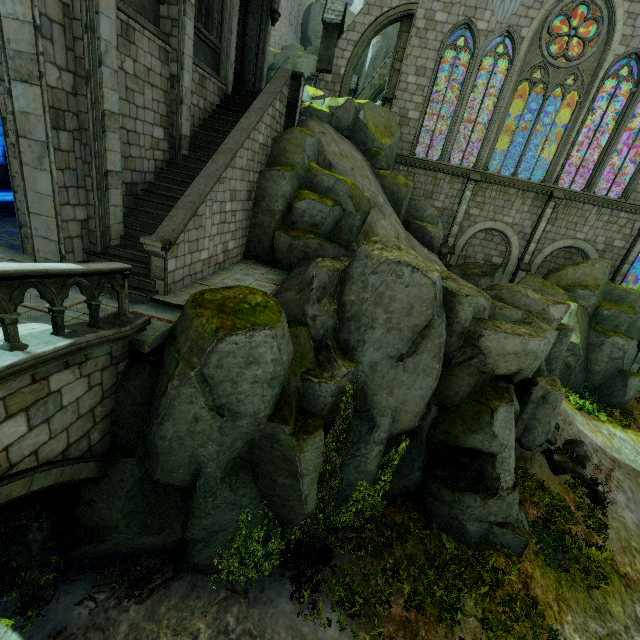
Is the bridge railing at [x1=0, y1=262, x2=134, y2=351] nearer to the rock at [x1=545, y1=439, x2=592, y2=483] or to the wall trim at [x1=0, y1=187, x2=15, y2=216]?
the rock at [x1=545, y1=439, x2=592, y2=483]

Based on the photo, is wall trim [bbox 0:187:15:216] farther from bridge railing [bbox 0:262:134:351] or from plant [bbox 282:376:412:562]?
plant [bbox 282:376:412:562]

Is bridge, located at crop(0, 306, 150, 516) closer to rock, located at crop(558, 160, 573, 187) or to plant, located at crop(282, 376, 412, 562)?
plant, located at crop(282, 376, 412, 562)

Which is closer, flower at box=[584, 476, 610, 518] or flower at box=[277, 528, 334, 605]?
flower at box=[277, 528, 334, 605]

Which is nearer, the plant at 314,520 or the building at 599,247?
the plant at 314,520

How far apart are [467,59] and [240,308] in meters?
45.9

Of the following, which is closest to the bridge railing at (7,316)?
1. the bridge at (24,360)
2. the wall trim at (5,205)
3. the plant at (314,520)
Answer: the bridge at (24,360)

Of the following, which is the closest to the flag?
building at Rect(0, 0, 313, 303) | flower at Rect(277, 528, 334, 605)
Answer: building at Rect(0, 0, 313, 303)
